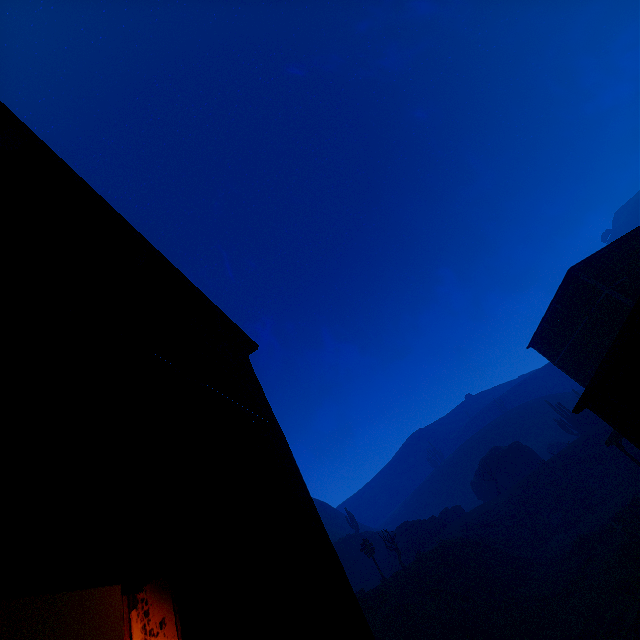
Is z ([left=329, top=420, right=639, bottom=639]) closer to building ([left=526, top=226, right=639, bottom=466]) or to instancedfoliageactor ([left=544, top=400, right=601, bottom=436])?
building ([left=526, top=226, right=639, bottom=466])

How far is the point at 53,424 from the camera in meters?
1.8 m

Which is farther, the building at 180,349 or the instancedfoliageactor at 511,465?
the instancedfoliageactor at 511,465

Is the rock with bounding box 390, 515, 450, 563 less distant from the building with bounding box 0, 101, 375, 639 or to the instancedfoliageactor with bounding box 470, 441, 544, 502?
the instancedfoliageactor with bounding box 470, 441, 544, 502

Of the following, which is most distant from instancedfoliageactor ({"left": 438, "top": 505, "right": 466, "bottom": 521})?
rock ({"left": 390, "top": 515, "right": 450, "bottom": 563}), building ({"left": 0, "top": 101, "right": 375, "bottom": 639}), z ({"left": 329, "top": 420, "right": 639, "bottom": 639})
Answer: building ({"left": 0, "top": 101, "right": 375, "bottom": 639})

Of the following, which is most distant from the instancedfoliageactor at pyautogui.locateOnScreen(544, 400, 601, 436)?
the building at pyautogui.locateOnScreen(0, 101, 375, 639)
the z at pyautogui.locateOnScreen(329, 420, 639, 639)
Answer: the building at pyautogui.locateOnScreen(0, 101, 375, 639)

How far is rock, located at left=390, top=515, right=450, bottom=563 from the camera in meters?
38.1

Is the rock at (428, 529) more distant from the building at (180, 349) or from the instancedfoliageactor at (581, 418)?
the building at (180, 349)
